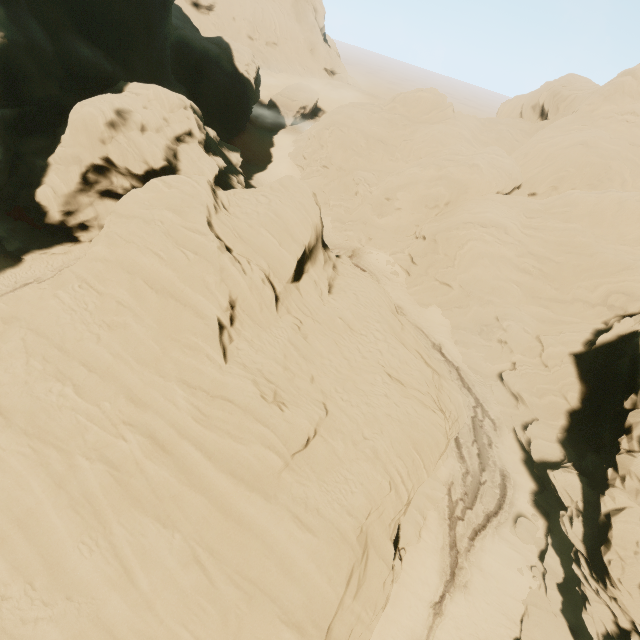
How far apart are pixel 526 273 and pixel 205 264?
28.1 meters
